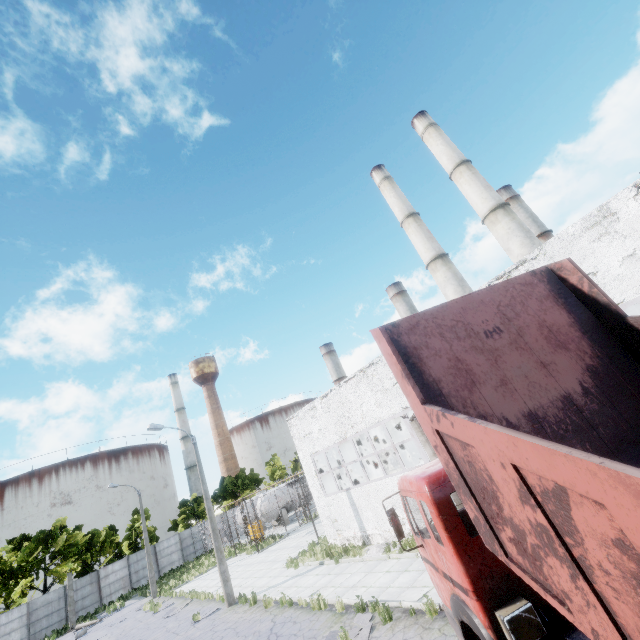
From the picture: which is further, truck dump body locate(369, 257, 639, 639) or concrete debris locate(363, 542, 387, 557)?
concrete debris locate(363, 542, 387, 557)

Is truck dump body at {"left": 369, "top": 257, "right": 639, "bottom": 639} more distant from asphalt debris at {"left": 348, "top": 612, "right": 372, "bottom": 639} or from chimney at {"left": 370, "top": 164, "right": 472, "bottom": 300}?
chimney at {"left": 370, "top": 164, "right": 472, "bottom": 300}

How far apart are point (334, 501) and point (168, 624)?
11.70m

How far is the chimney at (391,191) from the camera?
32.6 meters

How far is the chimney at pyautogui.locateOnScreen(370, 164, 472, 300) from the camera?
32.6 meters

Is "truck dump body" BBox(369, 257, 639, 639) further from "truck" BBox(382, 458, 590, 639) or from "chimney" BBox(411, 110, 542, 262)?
"chimney" BBox(411, 110, 542, 262)

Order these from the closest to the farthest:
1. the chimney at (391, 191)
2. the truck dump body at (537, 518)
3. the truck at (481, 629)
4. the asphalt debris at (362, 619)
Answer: the truck dump body at (537, 518)
the truck at (481, 629)
the asphalt debris at (362, 619)
the chimney at (391, 191)

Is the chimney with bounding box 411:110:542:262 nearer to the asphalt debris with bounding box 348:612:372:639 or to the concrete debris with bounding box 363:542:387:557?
the concrete debris with bounding box 363:542:387:557
